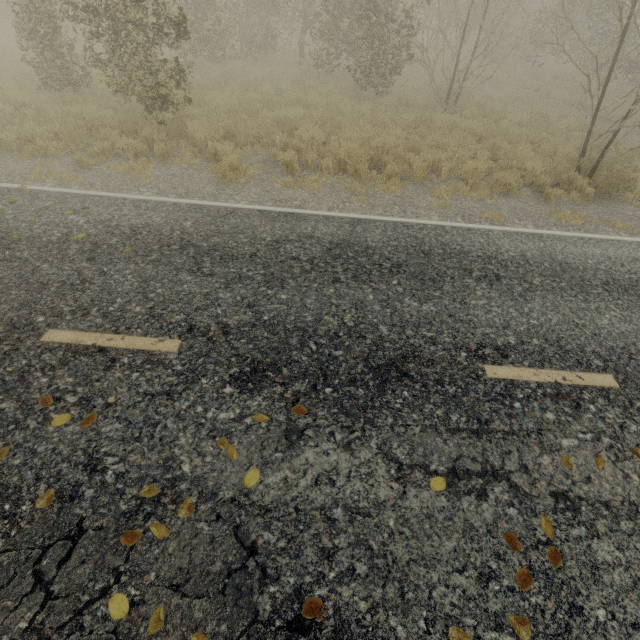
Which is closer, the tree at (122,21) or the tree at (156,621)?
the tree at (156,621)

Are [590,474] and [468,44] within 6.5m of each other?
no

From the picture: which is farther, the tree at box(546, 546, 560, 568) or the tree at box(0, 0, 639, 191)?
the tree at box(0, 0, 639, 191)

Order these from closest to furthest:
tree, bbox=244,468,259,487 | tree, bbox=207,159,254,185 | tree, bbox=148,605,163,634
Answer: tree, bbox=148,605,163,634
tree, bbox=244,468,259,487
tree, bbox=207,159,254,185

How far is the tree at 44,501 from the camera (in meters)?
2.46

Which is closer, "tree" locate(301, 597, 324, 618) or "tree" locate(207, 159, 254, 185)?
"tree" locate(301, 597, 324, 618)

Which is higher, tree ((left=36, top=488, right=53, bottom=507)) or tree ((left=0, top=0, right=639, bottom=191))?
tree ((left=0, top=0, right=639, bottom=191))
